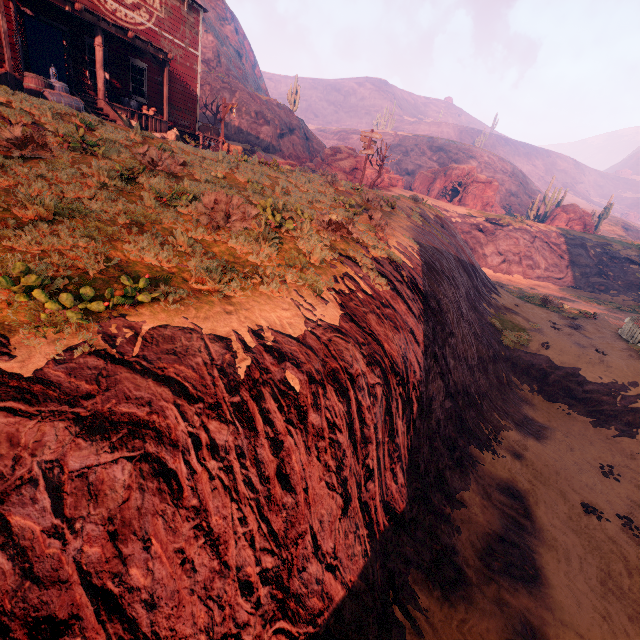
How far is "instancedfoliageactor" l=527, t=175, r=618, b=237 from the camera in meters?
39.3 m

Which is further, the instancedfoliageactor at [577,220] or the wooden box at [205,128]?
the instancedfoliageactor at [577,220]

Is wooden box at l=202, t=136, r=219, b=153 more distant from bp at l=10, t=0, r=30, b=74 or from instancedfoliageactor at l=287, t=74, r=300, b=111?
instancedfoliageactor at l=287, t=74, r=300, b=111

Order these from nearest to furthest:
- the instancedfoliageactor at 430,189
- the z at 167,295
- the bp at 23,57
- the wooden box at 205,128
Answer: the z at 167,295, the bp at 23,57, the wooden box at 205,128, the instancedfoliageactor at 430,189

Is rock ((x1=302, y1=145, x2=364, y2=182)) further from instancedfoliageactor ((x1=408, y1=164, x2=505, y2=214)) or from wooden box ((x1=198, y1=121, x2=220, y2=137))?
wooden box ((x1=198, y1=121, x2=220, y2=137))

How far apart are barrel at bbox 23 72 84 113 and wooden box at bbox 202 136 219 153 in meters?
9.3 m

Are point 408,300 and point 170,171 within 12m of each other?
yes
